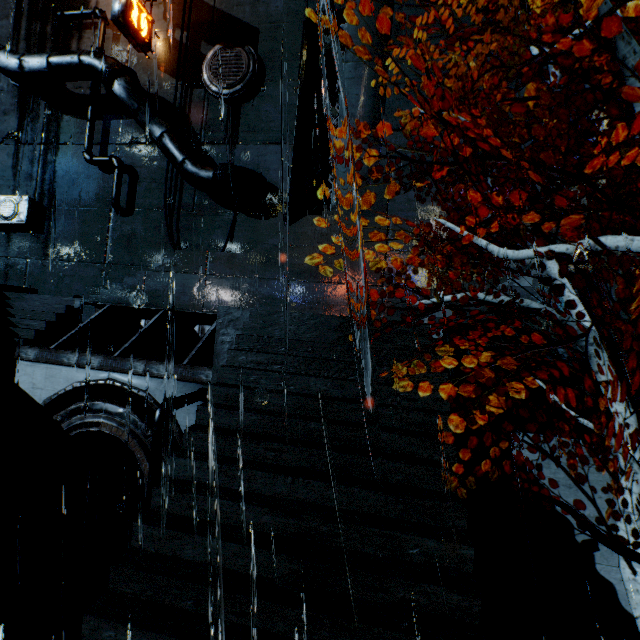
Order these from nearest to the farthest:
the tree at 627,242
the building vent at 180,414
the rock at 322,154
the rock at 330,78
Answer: the tree at 627,242 → the building vent at 180,414 → the rock at 330,78 → the rock at 322,154

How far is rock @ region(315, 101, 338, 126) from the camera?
29.6 meters

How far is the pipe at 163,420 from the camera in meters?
6.3 m

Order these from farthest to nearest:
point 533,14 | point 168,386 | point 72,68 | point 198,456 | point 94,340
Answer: point 72,68
point 533,14
point 94,340
point 168,386
point 198,456

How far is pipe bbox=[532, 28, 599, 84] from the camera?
11.0 meters

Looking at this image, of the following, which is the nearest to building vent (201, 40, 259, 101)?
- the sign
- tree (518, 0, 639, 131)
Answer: the sign

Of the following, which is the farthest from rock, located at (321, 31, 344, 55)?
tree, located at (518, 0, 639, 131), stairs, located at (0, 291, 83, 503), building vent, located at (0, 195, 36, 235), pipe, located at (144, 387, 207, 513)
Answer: pipe, located at (144, 387, 207, 513)

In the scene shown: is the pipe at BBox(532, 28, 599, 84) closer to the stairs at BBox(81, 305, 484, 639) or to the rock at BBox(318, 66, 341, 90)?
the stairs at BBox(81, 305, 484, 639)
